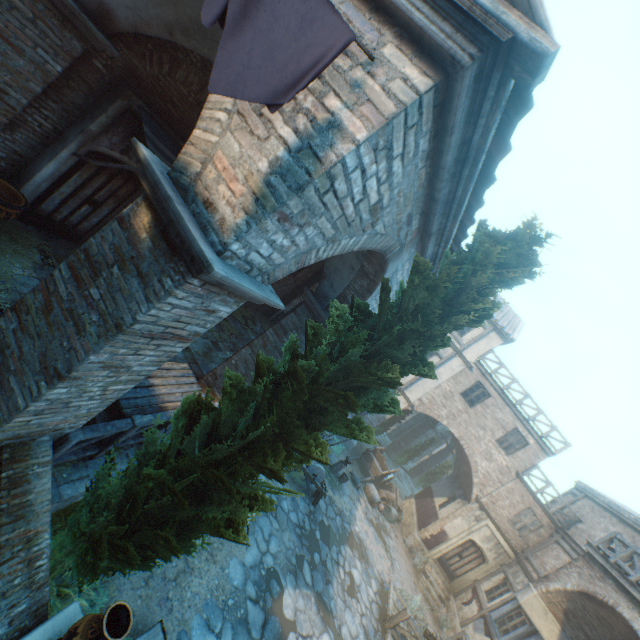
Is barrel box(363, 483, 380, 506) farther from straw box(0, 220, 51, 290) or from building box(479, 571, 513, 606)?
straw box(0, 220, 51, 290)

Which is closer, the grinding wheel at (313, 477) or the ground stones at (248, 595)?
the ground stones at (248, 595)

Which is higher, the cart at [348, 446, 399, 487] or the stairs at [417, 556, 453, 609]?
the cart at [348, 446, 399, 487]

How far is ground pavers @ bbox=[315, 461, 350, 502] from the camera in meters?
14.4

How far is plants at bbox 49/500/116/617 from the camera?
3.98m

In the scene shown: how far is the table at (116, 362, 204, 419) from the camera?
5.3 meters

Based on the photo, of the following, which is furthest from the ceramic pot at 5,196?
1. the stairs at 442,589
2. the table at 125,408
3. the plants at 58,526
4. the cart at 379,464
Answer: the stairs at 442,589

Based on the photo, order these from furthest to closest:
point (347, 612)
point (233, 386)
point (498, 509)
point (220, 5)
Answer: point (498, 509) → point (347, 612) → point (233, 386) → point (220, 5)
